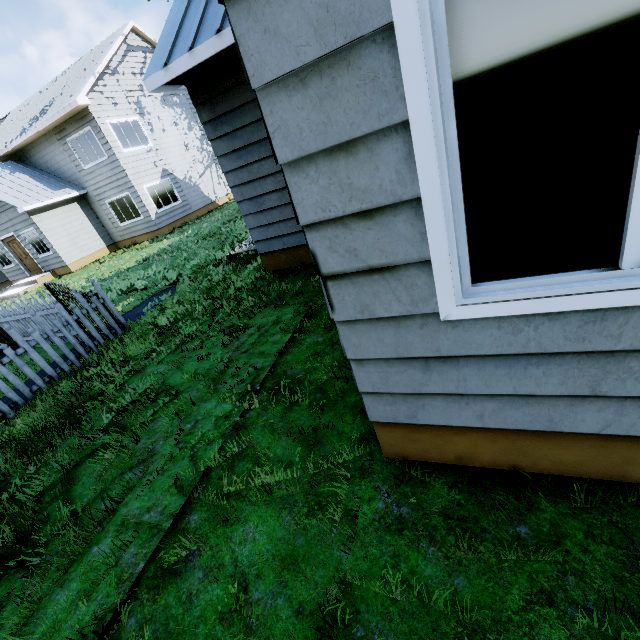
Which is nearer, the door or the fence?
the fence

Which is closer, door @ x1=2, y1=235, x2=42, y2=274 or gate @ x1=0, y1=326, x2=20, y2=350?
gate @ x1=0, y1=326, x2=20, y2=350

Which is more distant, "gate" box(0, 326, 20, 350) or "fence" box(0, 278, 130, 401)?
"gate" box(0, 326, 20, 350)

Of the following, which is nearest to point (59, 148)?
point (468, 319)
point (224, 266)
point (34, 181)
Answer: point (34, 181)

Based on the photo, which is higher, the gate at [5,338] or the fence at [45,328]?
the gate at [5,338]

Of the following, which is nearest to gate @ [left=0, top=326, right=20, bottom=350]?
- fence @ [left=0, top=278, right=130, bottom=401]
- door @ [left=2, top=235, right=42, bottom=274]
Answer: fence @ [left=0, top=278, right=130, bottom=401]

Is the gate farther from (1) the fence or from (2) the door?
(2) the door

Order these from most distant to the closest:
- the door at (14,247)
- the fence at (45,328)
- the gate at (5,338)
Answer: the door at (14,247) → the gate at (5,338) → the fence at (45,328)
